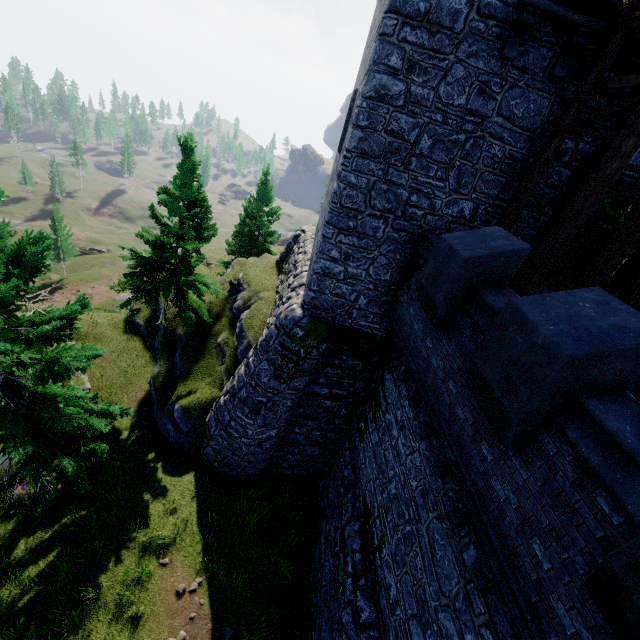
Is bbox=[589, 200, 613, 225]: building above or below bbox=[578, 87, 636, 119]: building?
below

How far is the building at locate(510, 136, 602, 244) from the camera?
8.33m

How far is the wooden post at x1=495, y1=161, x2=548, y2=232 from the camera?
8.1m

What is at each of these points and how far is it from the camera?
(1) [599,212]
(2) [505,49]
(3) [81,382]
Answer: (1) building, 9.17m
(2) building, 7.26m
(3) rock, 15.74m

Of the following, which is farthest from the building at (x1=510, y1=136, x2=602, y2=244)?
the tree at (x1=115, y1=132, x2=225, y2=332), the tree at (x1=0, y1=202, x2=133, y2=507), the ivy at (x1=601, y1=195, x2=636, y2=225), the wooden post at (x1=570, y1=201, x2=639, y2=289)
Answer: the tree at (x1=0, y1=202, x2=133, y2=507)

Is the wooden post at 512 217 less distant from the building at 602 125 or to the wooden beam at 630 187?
the building at 602 125

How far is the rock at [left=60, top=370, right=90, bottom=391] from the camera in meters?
15.3 m

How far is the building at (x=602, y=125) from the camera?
8.0m
